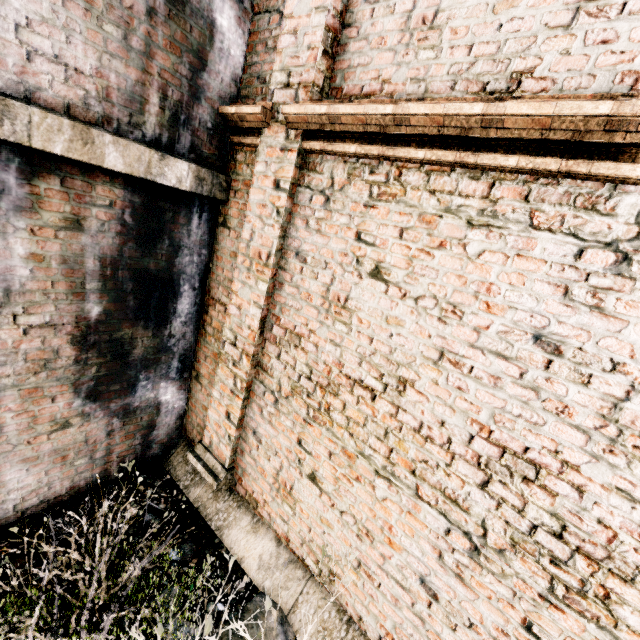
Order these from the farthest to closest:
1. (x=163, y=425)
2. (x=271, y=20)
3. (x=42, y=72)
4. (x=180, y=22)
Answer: (x=163, y=425) → (x=271, y=20) → (x=180, y=22) → (x=42, y=72)

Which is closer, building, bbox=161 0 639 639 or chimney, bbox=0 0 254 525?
building, bbox=161 0 639 639

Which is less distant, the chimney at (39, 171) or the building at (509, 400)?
the building at (509, 400)
